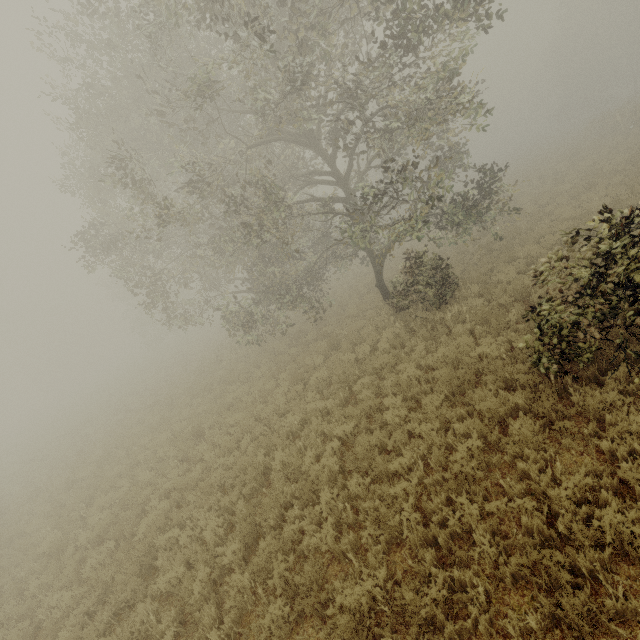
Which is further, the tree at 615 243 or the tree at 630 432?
the tree at 615 243

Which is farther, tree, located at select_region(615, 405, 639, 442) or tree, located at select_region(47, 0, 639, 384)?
tree, located at select_region(47, 0, 639, 384)

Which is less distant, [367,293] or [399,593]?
[399,593]

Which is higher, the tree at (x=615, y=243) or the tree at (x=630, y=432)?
the tree at (x=615, y=243)

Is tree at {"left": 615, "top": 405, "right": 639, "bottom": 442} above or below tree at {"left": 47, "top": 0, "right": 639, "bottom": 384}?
below
